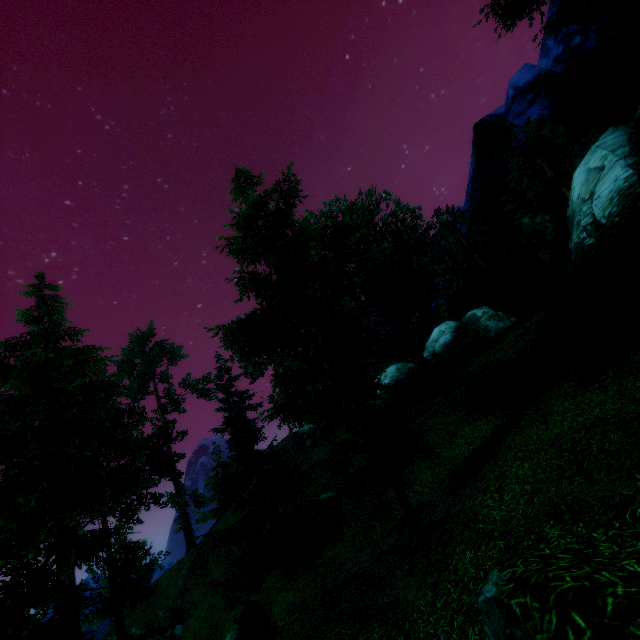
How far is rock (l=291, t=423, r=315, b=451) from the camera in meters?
38.9

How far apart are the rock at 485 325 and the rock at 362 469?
14.9m

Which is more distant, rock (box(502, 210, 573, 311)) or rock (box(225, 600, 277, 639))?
rock (box(502, 210, 573, 311))

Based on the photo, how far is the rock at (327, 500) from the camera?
20.88m

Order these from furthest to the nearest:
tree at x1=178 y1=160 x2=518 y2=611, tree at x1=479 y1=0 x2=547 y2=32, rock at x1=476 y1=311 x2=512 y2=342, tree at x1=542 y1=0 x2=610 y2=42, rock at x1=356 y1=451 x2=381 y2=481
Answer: rock at x1=476 y1=311 x2=512 y2=342 → rock at x1=356 y1=451 x2=381 y2=481 → tree at x1=479 y1=0 x2=547 y2=32 → tree at x1=542 y1=0 x2=610 y2=42 → tree at x1=178 y1=160 x2=518 y2=611

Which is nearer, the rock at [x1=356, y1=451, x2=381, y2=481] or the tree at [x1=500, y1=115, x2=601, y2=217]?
the rock at [x1=356, y1=451, x2=381, y2=481]

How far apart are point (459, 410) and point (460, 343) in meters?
17.2 m

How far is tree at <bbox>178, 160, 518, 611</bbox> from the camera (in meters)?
8.66
